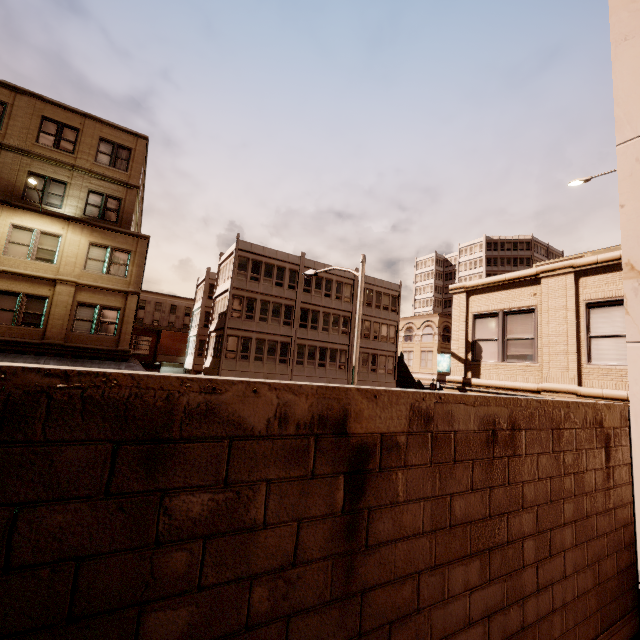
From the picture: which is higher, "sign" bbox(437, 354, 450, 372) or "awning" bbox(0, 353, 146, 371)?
"sign" bbox(437, 354, 450, 372)

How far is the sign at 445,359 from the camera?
40.6m

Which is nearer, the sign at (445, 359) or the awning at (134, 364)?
the awning at (134, 364)

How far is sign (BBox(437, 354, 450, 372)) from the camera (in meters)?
40.65

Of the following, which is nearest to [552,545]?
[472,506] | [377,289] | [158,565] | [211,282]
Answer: [472,506]

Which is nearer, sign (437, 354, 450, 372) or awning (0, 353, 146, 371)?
awning (0, 353, 146, 371)
